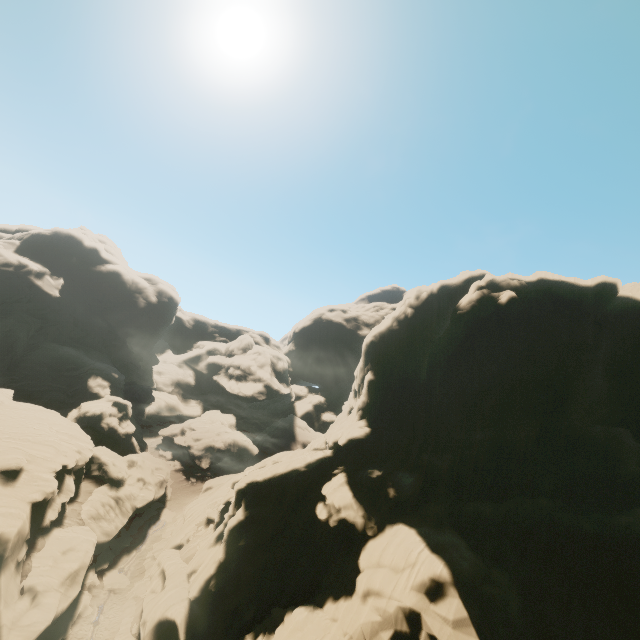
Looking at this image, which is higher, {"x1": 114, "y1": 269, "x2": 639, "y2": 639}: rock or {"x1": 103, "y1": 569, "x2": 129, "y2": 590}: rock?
{"x1": 114, "y1": 269, "x2": 639, "y2": 639}: rock

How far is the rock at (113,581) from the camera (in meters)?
34.00

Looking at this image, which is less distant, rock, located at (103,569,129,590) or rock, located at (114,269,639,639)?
rock, located at (114,269,639,639)

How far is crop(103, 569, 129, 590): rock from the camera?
34.0 meters

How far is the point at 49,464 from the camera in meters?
33.9 m

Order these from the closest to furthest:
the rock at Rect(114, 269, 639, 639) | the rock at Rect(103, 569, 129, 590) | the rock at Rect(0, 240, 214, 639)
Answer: the rock at Rect(114, 269, 639, 639) → the rock at Rect(0, 240, 214, 639) → the rock at Rect(103, 569, 129, 590)

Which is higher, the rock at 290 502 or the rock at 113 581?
the rock at 290 502
